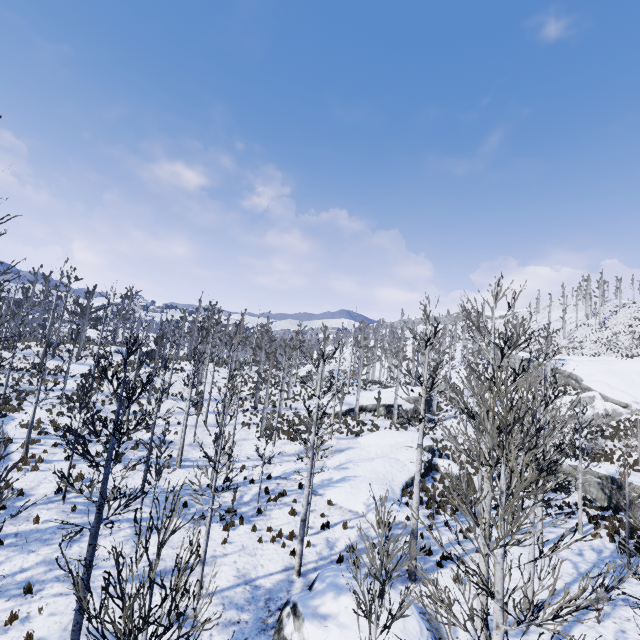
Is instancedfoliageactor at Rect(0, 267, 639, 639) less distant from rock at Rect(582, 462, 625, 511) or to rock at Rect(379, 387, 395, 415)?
rock at Rect(379, 387, 395, 415)

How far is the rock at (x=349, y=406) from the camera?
35.19m

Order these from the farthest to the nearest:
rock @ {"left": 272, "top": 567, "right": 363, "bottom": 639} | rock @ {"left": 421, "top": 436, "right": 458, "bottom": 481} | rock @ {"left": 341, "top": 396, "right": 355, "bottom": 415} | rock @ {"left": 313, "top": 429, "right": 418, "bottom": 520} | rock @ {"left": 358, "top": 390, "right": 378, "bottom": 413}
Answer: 1. rock @ {"left": 358, "top": 390, "right": 378, "bottom": 413}
2. rock @ {"left": 341, "top": 396, "right": 355, "bottom": 415}
3. rock @ {"left": 421, "top": 436, "right": 458, "bottom": 481}
4. rock @ {"left": 313, "top": 429, "right": 418, "bottom": 520}
5. rock @ {"left": 272, "top": 567, "right": 363, "bottom": 639}

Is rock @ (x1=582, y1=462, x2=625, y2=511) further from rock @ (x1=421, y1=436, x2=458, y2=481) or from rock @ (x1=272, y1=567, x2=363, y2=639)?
rock @ (x1=272, y1=567, x2=363, y2=639)

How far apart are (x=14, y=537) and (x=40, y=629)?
4.9 meters

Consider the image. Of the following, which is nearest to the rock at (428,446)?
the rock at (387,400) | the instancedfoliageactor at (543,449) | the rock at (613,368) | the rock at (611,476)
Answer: the instancedfoliageactor at (543,449)

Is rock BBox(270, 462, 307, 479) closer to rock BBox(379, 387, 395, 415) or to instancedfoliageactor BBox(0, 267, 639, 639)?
instancedfoliageactor BBox(0, 267, 639, 639)

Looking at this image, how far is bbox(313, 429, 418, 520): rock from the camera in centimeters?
1674cm
